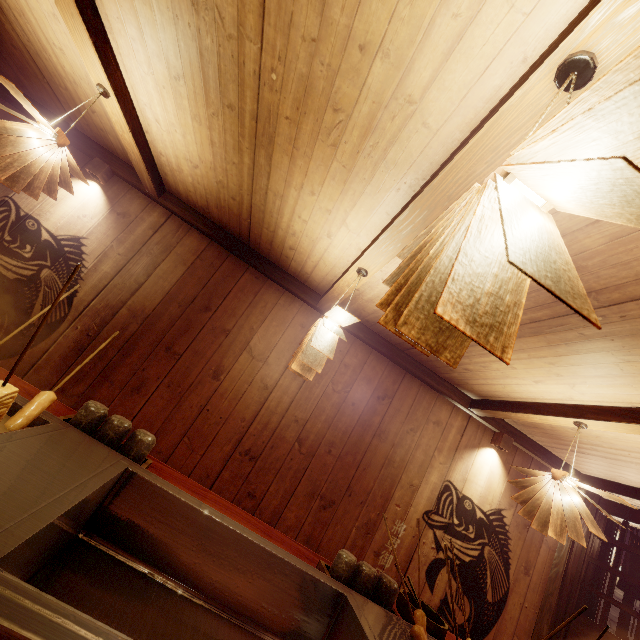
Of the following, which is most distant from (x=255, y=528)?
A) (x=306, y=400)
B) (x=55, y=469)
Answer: (x=306, y=400)

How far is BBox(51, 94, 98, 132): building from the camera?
4.6 meters

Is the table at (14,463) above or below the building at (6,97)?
below

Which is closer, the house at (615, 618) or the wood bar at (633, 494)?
the wood bar at (633, 494)

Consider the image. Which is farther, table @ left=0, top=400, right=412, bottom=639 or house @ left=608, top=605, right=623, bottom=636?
house @ left=608, top=605, right=623, bottom=636

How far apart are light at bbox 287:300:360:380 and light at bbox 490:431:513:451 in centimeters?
443cm

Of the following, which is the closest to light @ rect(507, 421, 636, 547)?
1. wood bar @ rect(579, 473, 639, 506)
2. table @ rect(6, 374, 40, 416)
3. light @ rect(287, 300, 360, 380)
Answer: table @ rect(6, 374, 40, 416)

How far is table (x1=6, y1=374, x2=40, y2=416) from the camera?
2.33m
